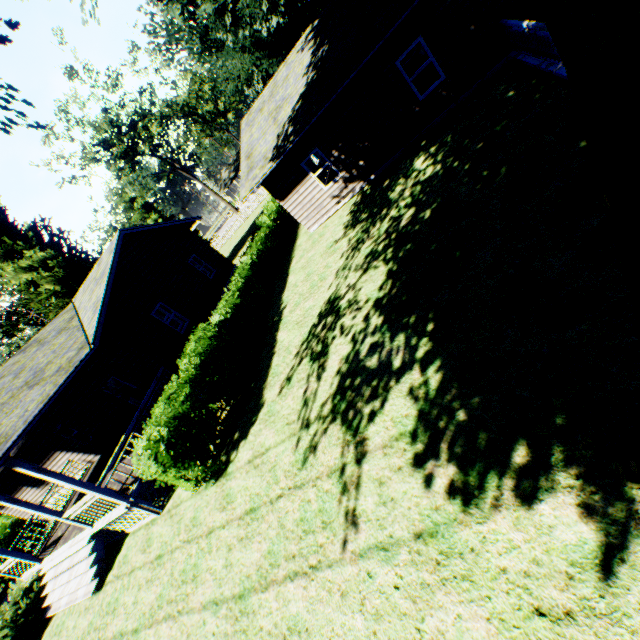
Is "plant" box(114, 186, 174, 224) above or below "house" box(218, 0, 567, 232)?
above

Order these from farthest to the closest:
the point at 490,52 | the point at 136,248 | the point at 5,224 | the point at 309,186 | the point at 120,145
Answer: the point at 120,145 → the point at 5,224 → the point at 136,248 → the point at 309,186 → the point at 490,52

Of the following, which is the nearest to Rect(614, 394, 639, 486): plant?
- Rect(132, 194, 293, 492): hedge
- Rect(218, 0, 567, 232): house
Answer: Rect(132, 194, 293, 492): hedge

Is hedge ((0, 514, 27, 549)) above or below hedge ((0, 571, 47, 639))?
above

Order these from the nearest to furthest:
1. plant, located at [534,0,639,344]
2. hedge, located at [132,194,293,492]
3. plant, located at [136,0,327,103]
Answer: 1. plant, located at [534,0,639,344]
2. hedge, located at [132,194,293,492]
3. plant, located at [136,0,327,103]

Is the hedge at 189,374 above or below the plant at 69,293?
below

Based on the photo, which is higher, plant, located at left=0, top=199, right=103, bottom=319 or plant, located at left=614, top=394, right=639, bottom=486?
plant, located at left=0, top=199, right=103, bottom=319

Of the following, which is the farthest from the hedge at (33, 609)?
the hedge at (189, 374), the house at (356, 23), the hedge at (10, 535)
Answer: the house at (356, 23)
